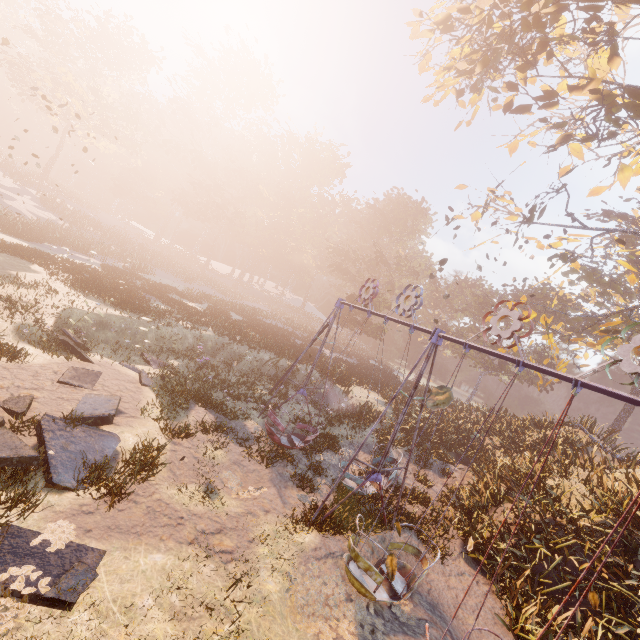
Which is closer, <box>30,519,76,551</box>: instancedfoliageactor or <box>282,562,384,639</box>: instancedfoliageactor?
<box>30,519,76,551</box>: instancedfoliageactor

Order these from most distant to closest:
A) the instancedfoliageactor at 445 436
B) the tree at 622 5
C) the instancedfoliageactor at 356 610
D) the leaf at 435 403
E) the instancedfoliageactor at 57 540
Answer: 1. the instancedfoliageactor at 445 436
2. the tree at 622 5
3. the instancedfoliageactor at 356 610
4. the instancedfoliageactor at 57 540
5. the leaf at 435 403

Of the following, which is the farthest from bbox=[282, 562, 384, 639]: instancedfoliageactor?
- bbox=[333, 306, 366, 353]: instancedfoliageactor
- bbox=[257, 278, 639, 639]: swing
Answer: bbox=[333, 306, 366, 353]: instancedfoliageactor

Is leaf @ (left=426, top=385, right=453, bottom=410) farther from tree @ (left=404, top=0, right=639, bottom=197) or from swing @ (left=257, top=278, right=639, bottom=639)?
tree @ (left=404, top=0, right=639, bottom=197)

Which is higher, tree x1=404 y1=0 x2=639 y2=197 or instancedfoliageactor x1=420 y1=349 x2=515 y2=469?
tree x1=404 y1=0 x2=639 y2=197

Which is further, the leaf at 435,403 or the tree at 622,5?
the tree at 622,5

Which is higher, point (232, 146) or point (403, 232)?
point (232, 146)

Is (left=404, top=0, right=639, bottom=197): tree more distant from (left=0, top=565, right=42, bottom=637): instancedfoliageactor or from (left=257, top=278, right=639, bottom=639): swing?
(left=0, top=565, right=42, bottom=637): instancedfoliageactor
